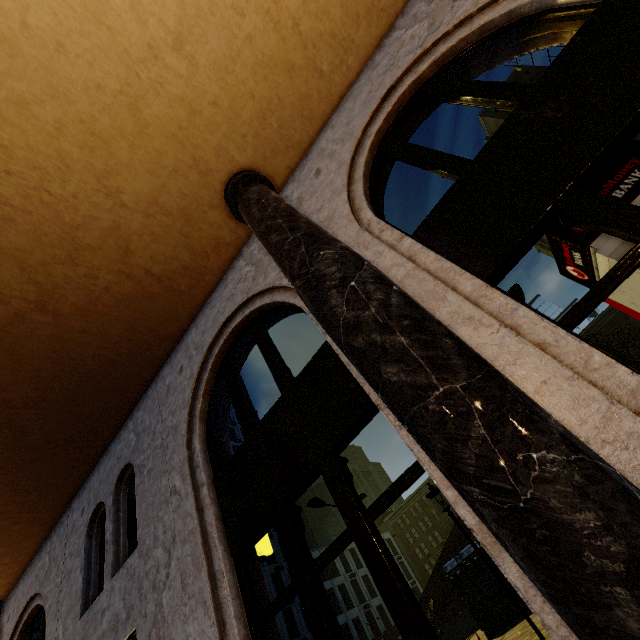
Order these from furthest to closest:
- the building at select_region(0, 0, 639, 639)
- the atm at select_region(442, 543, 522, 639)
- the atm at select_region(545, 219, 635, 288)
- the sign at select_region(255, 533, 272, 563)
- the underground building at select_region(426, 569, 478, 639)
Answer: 1. the underground building at select_region(426, 569, 478, 639)
2. the atm at select_region(442, 543, 522, 639)
3. the sign at select_region(255, 533, 272, 563)
4. the atm at select_region(545, 219, 635, 288)
5. the building at select_region(0, 0, 639, 639)

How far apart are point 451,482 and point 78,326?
5.7 meters

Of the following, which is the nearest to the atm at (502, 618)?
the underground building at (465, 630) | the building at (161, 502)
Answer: the underground building at (465, 630)

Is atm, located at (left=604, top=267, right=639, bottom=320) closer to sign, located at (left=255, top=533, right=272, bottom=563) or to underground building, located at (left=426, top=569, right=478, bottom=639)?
sign, located at (left=255, top=533, right=272, bottom=563)

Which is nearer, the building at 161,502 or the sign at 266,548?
the building at 161,502

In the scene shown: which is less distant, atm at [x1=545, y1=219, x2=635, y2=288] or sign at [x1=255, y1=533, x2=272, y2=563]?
atm at [x1=545, y1=219, x2=635, y2=288]

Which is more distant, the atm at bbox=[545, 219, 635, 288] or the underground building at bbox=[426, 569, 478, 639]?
the underground building at bbox=[426, 569, 478, 639]

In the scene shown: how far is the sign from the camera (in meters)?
4.67
